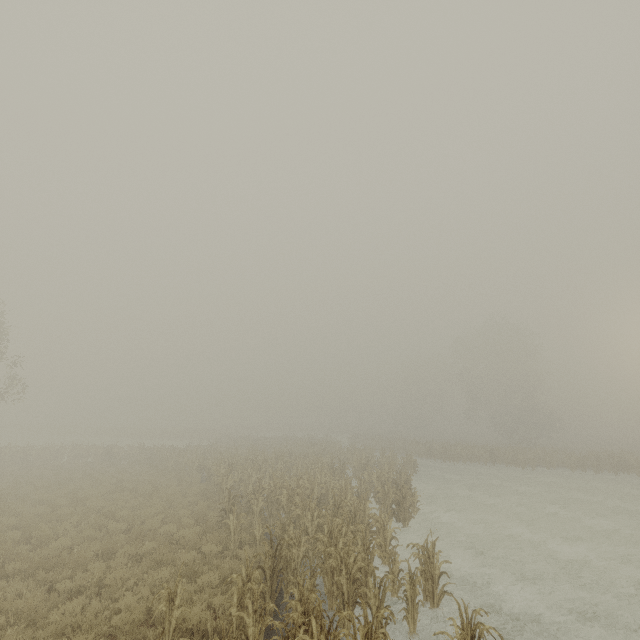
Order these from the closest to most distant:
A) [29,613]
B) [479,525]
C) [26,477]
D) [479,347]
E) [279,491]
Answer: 1. [29,613]
2. [279,491]
3. [479,525]
4. [26,477]
5. [479,347]
